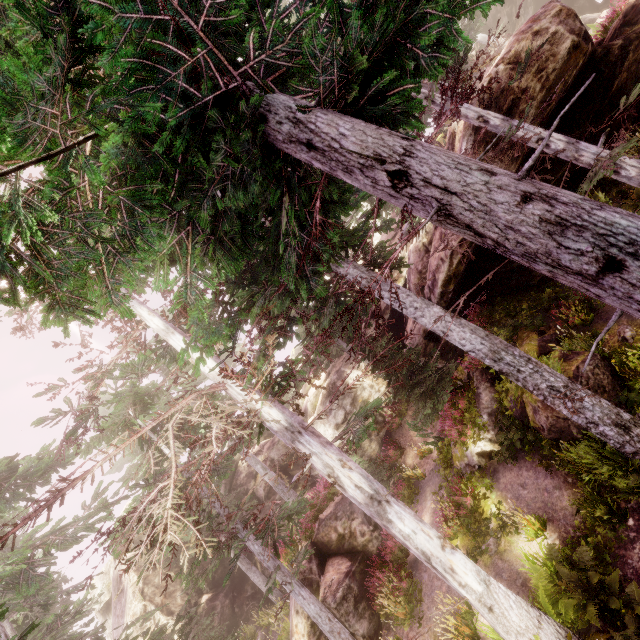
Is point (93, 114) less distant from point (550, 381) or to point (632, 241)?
point (632, 241)

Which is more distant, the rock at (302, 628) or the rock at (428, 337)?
the rock at (428, 337)

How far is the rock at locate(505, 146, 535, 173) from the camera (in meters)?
9.01

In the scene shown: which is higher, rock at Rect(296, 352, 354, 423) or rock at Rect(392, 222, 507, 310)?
rock at Rect(296, 352, 354, 423)

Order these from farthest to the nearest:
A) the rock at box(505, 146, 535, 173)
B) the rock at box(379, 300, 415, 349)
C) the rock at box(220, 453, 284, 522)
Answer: the rock at box(220, 453, 284, 522) → the rock at box(379, 300, 415, 349) → the rock at box(505, 146, 535, 173)
